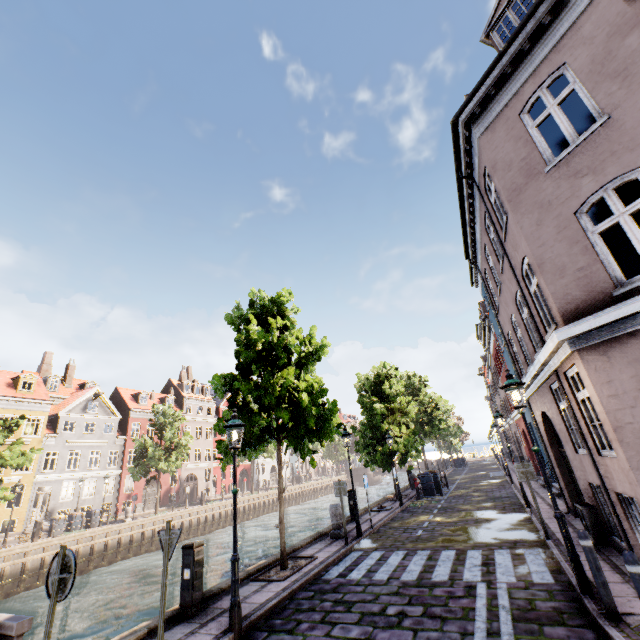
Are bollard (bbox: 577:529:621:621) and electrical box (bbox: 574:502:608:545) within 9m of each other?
yes

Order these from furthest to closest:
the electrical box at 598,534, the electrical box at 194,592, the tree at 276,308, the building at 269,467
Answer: the building at 269,467 → the tree at 276,308 → the electrical box at 598,534 → the electrical box at 194,592

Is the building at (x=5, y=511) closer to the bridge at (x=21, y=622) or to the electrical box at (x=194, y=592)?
the electrical box at (x=194, y=592)

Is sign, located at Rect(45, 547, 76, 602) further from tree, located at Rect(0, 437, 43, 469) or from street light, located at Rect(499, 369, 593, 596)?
tree, located at Rect(0, 437, 43, 469)

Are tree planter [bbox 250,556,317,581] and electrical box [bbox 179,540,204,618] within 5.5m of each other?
yes

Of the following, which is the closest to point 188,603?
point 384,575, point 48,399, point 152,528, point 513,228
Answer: point 384,575

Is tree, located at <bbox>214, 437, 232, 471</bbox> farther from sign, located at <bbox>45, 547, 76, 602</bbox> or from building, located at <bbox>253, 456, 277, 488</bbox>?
sign, located at <bbox>45, 547, 76, 602</bbox>

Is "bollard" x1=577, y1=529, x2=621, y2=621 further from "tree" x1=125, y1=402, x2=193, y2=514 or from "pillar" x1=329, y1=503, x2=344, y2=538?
"pillar" x1=329, y1=503, x2=344, y2=538
